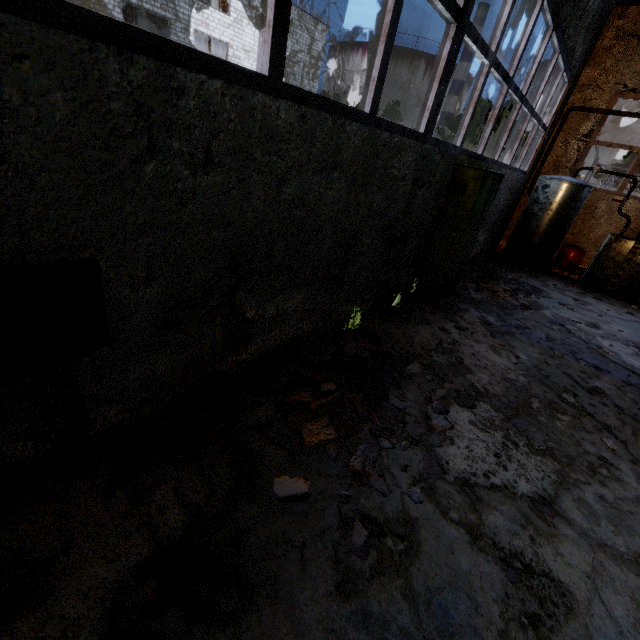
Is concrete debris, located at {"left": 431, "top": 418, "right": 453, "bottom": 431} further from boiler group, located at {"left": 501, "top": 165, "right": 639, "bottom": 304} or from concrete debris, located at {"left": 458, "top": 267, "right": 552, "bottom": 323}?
boiler group, located at {"left": 501, "top": 165, "right": 639, "bottom": 304}

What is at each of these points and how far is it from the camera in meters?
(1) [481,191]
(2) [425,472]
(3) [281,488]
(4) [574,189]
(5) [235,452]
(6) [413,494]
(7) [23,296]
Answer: (1) power box, 5.4
(2) concrete debris, 2.9
(3) concrete debris, 2.5
(4) boiler group, 9.1
(5) concrete debris, 2.7
(6) concrete debris, 2.7
(7) power box, 1.6

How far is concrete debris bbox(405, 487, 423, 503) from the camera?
2.67m

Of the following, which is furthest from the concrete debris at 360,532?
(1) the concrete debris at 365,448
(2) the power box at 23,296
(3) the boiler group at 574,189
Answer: (3) the boiler group at 574,189

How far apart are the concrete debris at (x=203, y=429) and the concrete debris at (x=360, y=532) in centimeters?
130cm

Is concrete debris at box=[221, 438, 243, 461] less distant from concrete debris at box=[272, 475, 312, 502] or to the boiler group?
concrete debris at box=[272, 475, 312, 502]

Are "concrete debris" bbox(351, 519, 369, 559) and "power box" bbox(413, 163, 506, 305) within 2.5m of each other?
no

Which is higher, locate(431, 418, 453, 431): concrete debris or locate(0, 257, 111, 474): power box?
locate(0, 257, 111, 474): power box
